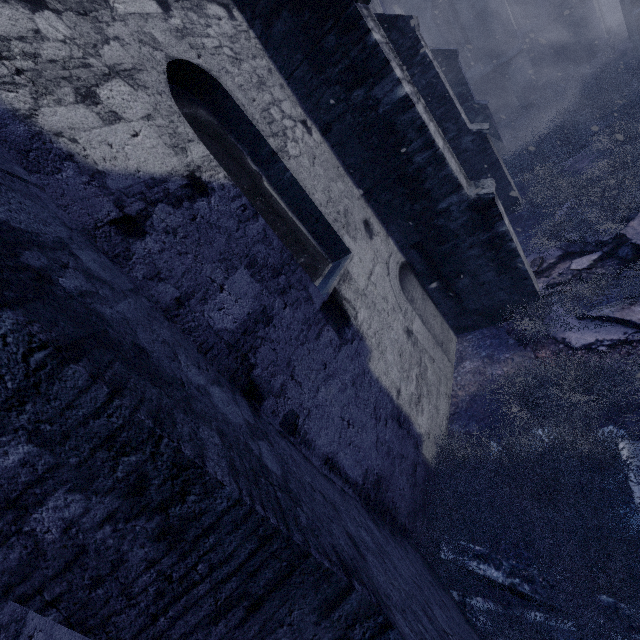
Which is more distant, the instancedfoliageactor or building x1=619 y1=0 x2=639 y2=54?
building x1=619 y1=0 x2=639 y2=54

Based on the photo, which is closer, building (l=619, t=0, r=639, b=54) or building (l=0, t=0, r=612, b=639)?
building (l=0, t=0, r=612, b=639)

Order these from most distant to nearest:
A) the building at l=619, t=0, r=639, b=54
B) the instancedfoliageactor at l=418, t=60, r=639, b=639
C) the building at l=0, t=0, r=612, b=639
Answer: the building at l=619, t=0, r=639, b=54 → the instancedfoliageactor at l=418, t=60, r=639, b=639 → the building at l=0, t=0, r=612, b=639

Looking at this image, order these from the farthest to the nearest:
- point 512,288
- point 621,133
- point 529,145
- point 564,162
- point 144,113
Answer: point 529,145 < point 564,162 < point 621,133 < point 512,288 < point 144,113

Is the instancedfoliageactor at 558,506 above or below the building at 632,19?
below

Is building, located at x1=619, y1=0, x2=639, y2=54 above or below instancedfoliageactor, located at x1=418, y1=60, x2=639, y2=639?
above
